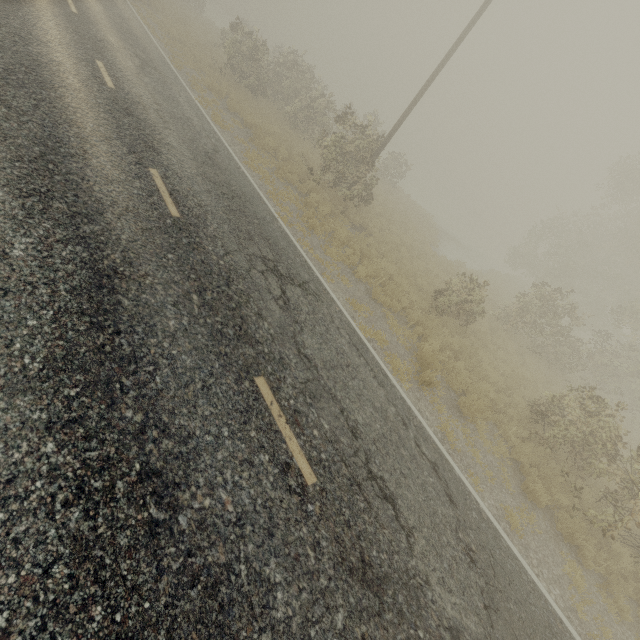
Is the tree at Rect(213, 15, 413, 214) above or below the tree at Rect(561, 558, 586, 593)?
above

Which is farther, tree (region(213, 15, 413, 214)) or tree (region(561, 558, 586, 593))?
tree (region(213, 15, 413, 214))

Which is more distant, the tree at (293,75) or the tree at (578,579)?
the tree at (293,75)

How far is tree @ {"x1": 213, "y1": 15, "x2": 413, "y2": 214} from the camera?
14.1m

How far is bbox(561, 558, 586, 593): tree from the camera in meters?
6.5 m

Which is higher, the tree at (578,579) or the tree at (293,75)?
the tree at (293,75)

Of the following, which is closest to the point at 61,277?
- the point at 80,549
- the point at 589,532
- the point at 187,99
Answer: the point at 80,549
